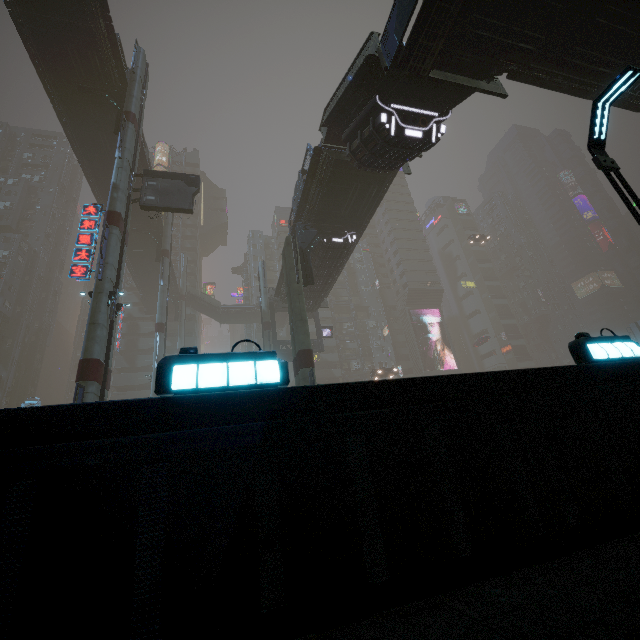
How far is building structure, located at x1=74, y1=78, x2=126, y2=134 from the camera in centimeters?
2311cm

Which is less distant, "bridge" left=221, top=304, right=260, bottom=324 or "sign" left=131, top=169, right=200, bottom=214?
"sign" left=131, top=169, right=200, bottom=214

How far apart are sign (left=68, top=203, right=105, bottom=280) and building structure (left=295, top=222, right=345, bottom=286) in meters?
11.9 m

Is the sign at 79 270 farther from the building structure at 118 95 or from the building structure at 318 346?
the building structure at 318 346

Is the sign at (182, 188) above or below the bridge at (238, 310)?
below

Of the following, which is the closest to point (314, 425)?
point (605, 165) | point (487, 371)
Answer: point (487, 371)

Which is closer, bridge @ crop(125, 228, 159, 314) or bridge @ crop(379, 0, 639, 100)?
bridge @ crop(379, 0, 639, 100)

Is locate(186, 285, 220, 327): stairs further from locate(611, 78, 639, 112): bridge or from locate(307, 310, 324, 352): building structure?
locate(611, 78, 639, 112): bridge
